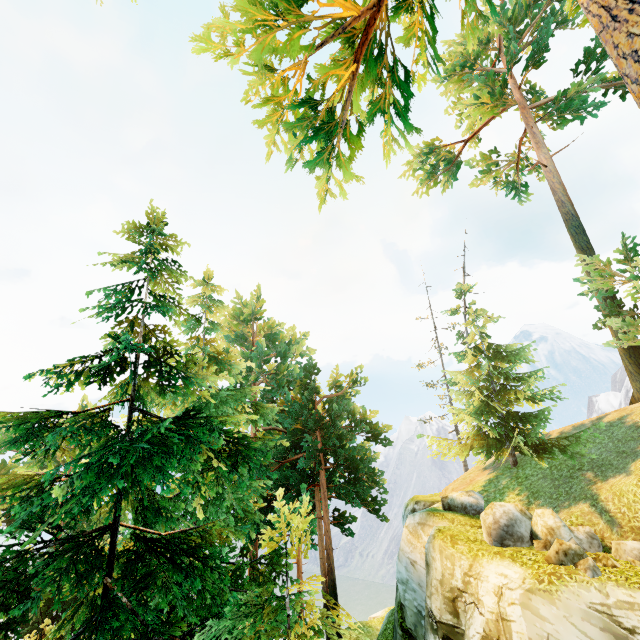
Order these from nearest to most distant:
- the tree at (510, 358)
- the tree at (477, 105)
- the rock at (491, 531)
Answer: the tree at (477, 105) < the rock at (491, 531) < the tree at (510, 358)

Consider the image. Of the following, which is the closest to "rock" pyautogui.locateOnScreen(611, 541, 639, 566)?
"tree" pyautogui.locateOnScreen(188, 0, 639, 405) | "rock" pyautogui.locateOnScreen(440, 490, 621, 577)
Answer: "rock" pyautogui.locateOnScreen(440, 490, 621, 577)

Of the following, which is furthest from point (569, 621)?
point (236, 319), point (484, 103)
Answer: point (484, 103)

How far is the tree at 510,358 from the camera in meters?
15.7

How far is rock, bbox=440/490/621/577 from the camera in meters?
9.2 m

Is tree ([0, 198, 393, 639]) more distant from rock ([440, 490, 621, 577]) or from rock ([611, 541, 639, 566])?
rock ([611, 541, 639, 566])

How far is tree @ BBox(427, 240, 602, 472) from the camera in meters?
15.7

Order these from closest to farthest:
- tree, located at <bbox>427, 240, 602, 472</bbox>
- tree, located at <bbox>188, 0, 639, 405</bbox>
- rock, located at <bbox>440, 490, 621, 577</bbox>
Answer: tree, located at <bbox>188, 0, 639, 405</bbox> → rock, located at <bbox>440, 490, 621, 577</bbox> → tree, located at <bbox>427, 240, 602, 472</bbox>
